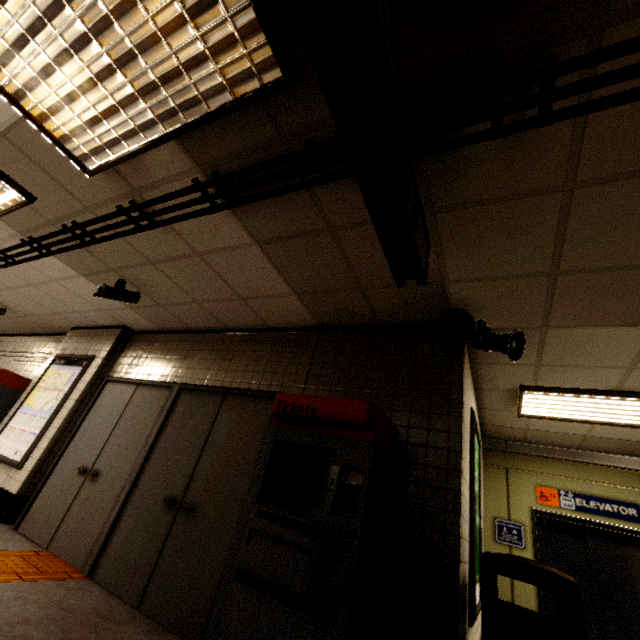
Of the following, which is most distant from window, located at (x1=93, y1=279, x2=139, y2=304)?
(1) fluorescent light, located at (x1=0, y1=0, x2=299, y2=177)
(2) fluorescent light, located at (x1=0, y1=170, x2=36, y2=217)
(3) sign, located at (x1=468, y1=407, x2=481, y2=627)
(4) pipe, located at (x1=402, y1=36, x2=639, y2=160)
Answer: (3) sign, located at (x1=468, y1=407, x2=481, y2=627)

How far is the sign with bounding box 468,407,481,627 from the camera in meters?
2.6

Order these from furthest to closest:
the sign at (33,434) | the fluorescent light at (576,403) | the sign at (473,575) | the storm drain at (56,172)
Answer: the sign at (33,434), the fluorescent light at (576,403), the sign at (473,575), the storm drain at (56,172)

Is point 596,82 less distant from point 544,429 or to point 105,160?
point 105,160

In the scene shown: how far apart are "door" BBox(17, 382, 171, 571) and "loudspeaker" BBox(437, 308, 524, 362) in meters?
3.5 m

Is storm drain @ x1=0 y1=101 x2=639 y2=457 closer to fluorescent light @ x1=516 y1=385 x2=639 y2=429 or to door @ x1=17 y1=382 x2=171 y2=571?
fluorescent light @ x1=516 y1=385 x2=639 y2=429

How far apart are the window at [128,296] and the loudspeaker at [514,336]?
3.75m

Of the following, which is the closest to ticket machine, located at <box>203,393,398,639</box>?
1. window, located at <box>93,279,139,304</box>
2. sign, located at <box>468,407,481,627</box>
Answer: sign, located at <box>468,407,481,627</box>
